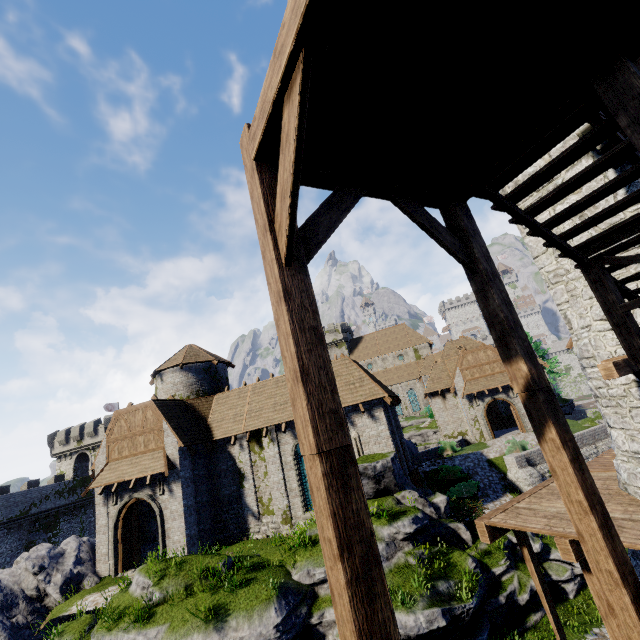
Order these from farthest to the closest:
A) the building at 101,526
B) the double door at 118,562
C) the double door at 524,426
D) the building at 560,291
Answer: the double door at 524,426, the building at 101,526, the double door at 118,562, the building at 560,291

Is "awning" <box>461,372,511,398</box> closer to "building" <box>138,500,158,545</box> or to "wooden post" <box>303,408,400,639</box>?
"building" <box>138,500,158,545</box>

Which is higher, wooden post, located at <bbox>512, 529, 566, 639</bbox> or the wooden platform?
the wooden platform

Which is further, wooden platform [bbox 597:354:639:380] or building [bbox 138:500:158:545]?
building [bbox 138:500:158:545]

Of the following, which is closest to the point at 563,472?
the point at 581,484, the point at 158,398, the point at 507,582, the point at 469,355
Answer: the point at 581,484

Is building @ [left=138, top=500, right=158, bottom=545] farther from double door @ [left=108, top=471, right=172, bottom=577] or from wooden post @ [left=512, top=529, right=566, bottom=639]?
wooden post @ [left=512, top=529, right=566, bottom=639]

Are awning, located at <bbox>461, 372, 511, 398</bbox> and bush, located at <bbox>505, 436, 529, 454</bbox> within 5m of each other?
no

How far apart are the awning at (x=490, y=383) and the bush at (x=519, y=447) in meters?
6.5 m
